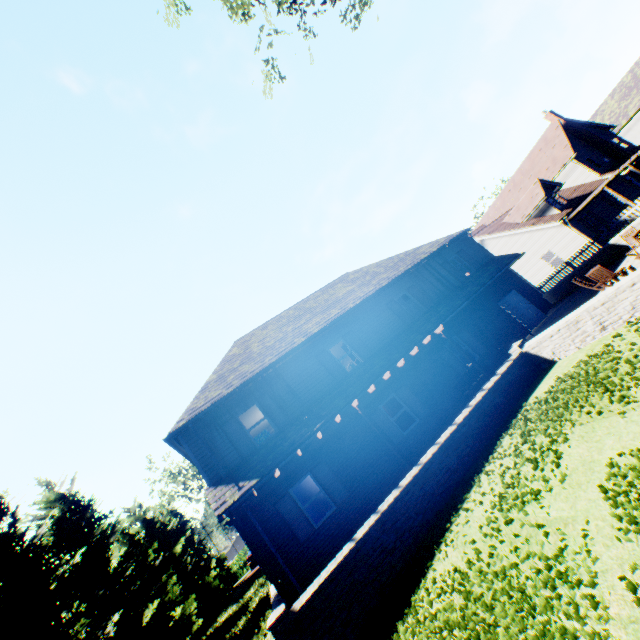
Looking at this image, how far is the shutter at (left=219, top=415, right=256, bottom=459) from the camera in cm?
1230

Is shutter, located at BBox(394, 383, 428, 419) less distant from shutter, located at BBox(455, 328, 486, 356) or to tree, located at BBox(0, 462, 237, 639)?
shutter, located at BBox(455, 328, 486, 356)

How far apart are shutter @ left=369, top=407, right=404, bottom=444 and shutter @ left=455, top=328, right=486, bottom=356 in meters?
6.0

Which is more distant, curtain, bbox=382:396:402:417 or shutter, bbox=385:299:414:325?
shutter, bbox=385:299:414:325

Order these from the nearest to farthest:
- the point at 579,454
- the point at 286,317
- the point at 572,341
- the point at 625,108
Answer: the point at 579,454, the point at 572,341, the point at 286,317, the point at 625,108

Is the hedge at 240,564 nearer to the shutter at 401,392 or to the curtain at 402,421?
the curtain at 402,421

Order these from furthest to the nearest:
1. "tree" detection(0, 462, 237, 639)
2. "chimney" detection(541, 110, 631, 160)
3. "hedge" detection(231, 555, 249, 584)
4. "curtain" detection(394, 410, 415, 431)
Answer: "hedge" detection(231, 555, 249, 584) → "chimney" detection(541, 110, 631, 160) → "curtain" detection(394, 410, 415, 431) → "tree" detection(0, 462, 237, 639)

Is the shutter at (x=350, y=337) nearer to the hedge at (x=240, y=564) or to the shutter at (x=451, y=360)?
the shutter at (x=451, y=360)
